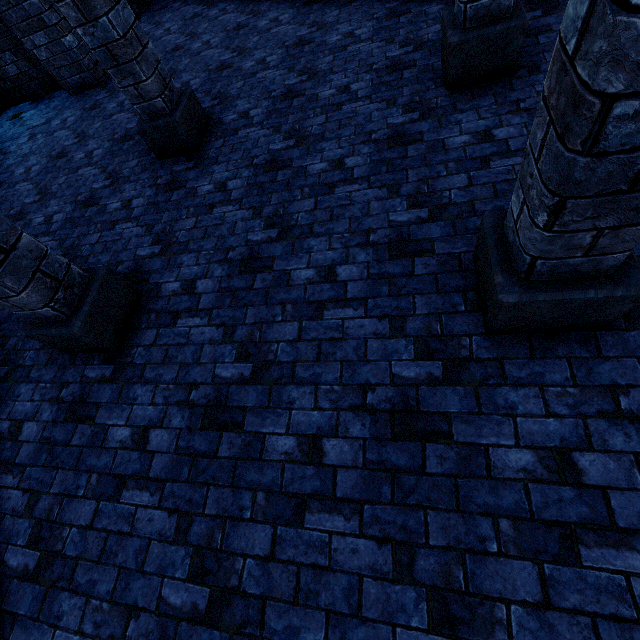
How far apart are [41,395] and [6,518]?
1.06m

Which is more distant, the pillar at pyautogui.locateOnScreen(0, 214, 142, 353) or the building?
the building

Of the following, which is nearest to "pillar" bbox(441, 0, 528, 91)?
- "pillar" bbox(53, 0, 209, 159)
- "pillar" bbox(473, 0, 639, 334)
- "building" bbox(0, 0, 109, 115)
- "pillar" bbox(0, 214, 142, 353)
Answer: "building" bbox(0, 0, 109, 115)

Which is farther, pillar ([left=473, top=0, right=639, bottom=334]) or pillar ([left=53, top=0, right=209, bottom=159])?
pillar ([left=53, top=0, right=209, bottom=159])

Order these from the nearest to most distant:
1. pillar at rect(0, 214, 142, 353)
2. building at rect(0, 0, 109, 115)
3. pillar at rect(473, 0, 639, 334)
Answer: pillar at rect(473, 0, 639, 334) < pillar at rect(0, 214, 142, 353) < building at rect(0, 0, 109, 115)

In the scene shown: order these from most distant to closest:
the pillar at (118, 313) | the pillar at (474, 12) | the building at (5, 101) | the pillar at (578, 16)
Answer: the building at (5, 101), the pillar at (474, 12), the pillar at (118, 313), the pillar at (578, 16)

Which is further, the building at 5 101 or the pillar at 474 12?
the building at 5 101

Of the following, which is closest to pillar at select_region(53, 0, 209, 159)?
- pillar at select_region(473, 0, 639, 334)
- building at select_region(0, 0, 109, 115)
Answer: building at select_region(0, 0, 109, 115)
